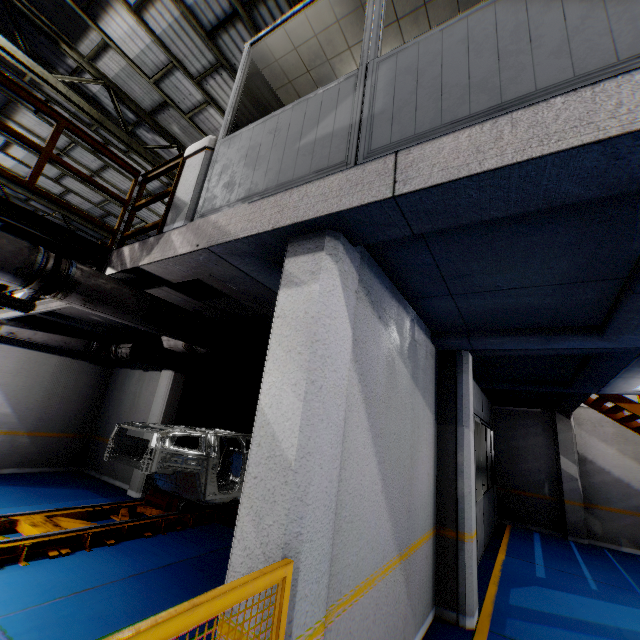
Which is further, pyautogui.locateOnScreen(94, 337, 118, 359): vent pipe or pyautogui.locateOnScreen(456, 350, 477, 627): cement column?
pyautogui.locateOnScreen(94, 337, 118, 359): vent pipe

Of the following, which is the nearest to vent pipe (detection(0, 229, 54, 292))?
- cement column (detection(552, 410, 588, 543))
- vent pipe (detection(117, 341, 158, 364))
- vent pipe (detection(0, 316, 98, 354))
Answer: vent pipe (detection(0, 316, 98, 354))

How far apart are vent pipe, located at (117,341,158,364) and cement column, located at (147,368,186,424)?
1.0 meters

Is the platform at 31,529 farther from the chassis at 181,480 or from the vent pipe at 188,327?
the vent pipe at 188,327

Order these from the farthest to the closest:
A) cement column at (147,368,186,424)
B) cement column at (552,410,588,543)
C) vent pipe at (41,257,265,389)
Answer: cement column at (552,410,588,543) < cement column at (147,368,186,424) < vent pipe at (41,257,265,389)

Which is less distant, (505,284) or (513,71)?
(513,71)

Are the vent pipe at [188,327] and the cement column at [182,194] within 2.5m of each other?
yes

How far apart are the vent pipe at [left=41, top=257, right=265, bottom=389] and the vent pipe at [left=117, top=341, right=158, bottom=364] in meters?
2.2
